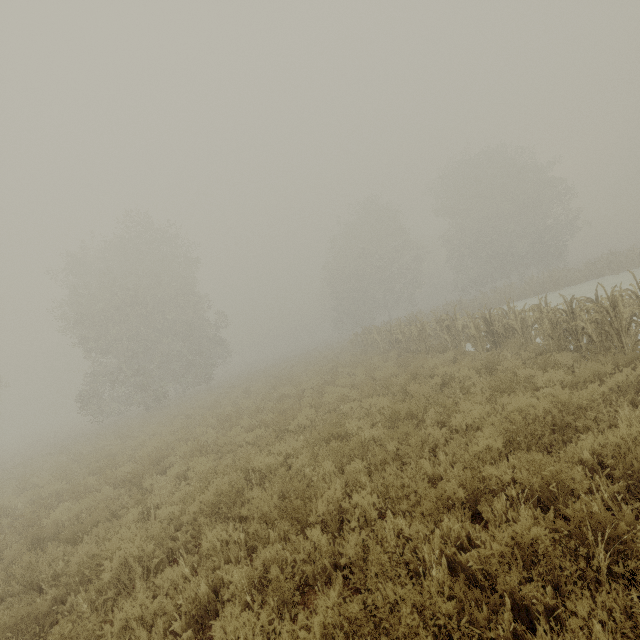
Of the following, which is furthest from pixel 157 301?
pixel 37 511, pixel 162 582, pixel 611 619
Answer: pixel 611 619
